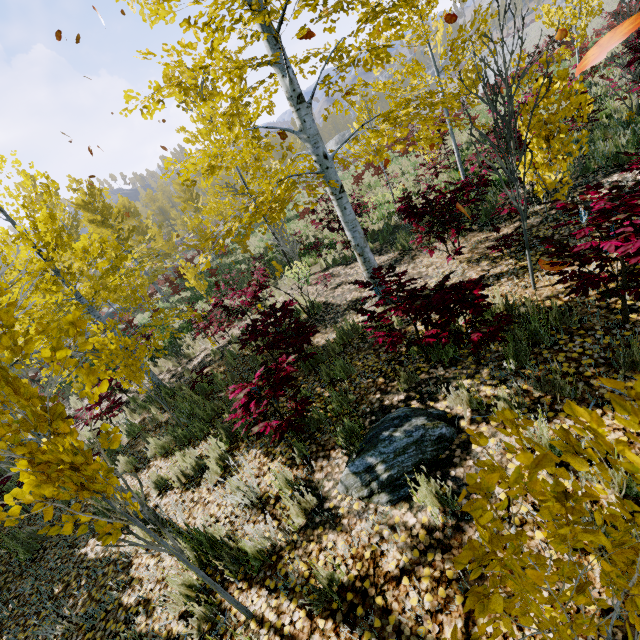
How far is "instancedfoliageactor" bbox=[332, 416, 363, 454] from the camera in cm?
324

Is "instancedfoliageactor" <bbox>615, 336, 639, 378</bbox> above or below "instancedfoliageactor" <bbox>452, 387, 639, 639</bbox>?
below

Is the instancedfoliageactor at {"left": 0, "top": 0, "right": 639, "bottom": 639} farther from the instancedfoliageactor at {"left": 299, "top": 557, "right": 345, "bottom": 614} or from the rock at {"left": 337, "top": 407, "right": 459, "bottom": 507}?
the instancedfoliageactor at {"left": 299, "top": 557, "right": 345, "bottom": 614}

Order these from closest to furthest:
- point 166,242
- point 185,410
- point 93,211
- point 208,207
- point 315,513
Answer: point 315,513 < point 185,410 < point 208,207 < point 93,211 < point 166,242

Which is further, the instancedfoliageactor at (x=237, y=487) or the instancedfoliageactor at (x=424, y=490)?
the instancedfoliageactor at (x=237, y=487)

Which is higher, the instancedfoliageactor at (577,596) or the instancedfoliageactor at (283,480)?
the instancedfoliageactor at (577,596)

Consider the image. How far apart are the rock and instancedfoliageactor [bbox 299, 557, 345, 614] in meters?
0.6 m

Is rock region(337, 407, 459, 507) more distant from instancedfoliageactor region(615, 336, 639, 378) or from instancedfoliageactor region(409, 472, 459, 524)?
instancedfoliageactor region(615, 336, 639, 378)
